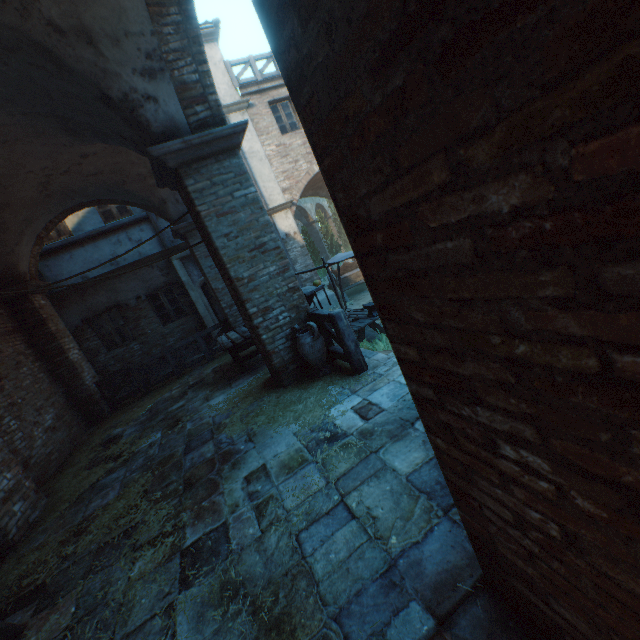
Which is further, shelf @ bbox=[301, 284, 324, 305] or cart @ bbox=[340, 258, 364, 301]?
cart @ bbox=[340, 258, 364, 301]

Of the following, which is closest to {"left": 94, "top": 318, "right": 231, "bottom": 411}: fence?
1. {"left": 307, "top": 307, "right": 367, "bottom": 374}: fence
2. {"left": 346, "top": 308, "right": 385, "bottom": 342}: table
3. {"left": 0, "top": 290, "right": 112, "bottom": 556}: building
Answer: {"left": 0, "top": 290, "right": 112, "bottom": 556}: building

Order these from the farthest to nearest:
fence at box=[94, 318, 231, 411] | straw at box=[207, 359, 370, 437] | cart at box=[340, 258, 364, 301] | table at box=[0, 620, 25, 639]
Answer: cart at box=[340, 258, 364, 301] → fence at box=[94, 318, 231, 411] → straw at box=[207, 359, 370, 437] → table at box=[0, 620, 25, 639]

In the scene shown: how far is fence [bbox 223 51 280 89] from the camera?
12.2m

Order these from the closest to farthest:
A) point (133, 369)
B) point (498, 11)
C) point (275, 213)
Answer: point (498, 11) < point (133, 369) < point (275, 213)

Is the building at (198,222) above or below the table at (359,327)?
above

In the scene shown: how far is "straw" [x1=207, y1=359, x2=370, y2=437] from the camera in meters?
4.2

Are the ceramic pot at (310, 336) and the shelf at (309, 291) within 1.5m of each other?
yes
